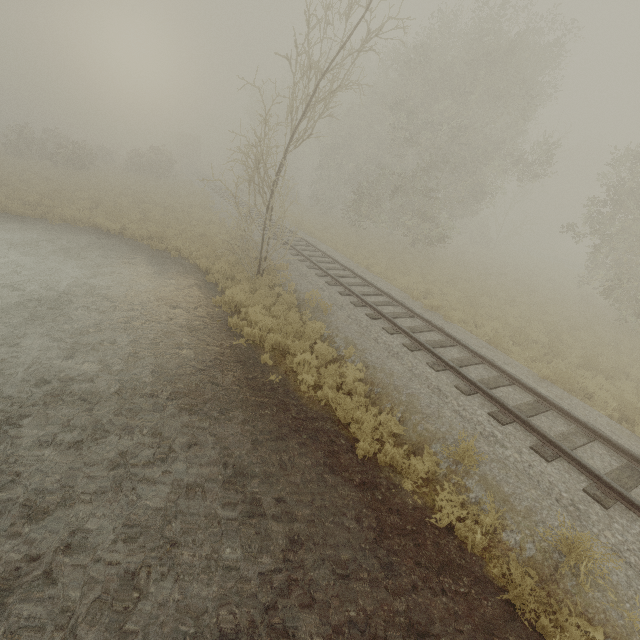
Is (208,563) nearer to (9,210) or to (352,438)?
(352,438)

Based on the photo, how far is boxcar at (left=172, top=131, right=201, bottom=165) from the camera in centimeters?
5200cm

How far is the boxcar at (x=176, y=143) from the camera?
52.00m
